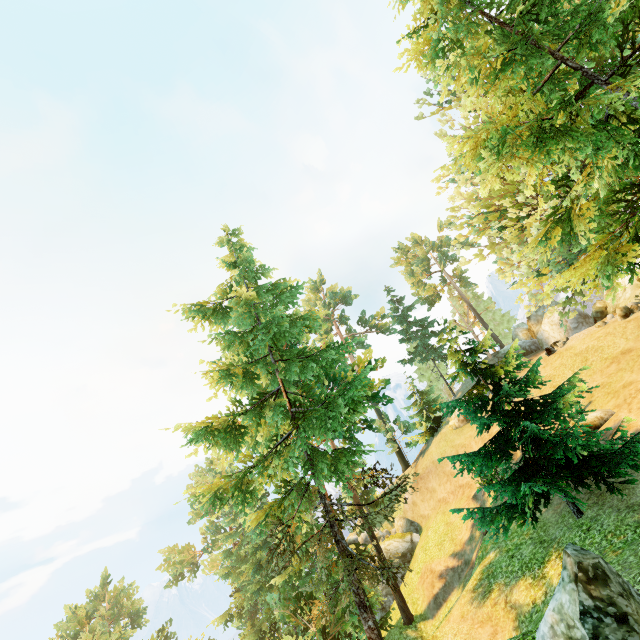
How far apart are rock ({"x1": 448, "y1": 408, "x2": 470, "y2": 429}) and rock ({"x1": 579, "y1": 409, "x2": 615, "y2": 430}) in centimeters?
1673cm

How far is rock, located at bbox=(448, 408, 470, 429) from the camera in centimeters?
3339cm

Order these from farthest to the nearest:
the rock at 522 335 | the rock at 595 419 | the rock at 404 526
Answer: the rock at 404 526, the rock at 522 335, the rock at 595 419

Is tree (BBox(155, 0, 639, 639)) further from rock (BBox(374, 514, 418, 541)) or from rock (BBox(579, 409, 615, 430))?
rock (BBox(374, 514, 418, 541))

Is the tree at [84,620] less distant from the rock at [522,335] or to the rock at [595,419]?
the rock at [595,419]

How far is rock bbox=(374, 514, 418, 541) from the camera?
33.1m

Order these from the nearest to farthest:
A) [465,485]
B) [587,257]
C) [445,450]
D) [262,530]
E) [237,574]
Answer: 1. [587,257]
2. [262,530]
3. [465,485]
4. [237,574]
5. [445,450]

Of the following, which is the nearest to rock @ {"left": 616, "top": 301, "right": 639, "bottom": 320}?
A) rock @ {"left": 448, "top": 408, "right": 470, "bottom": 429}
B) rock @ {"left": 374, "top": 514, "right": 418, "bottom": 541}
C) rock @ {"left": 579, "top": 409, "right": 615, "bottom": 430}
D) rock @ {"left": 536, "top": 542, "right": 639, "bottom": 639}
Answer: rock @ {"left": 579, "top": 409, "right": 615, "bottom": 430}
